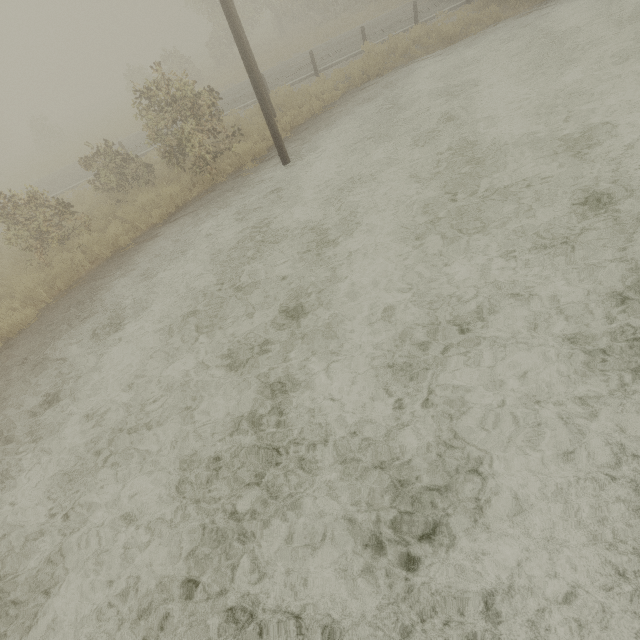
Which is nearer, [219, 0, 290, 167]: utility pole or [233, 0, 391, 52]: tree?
[219, 0, 290, 167]: utility pole

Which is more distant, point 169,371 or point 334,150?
point 334,150

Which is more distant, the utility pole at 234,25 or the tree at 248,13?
the tree at 248,13
